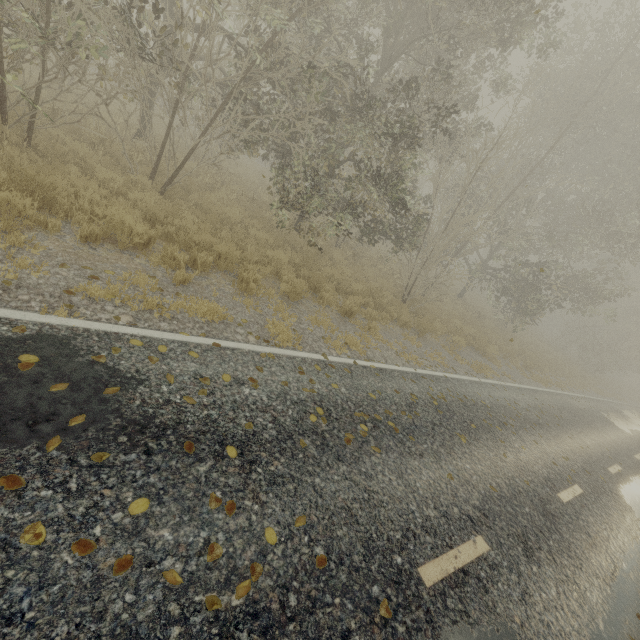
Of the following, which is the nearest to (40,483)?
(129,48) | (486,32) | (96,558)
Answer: (96,558)
